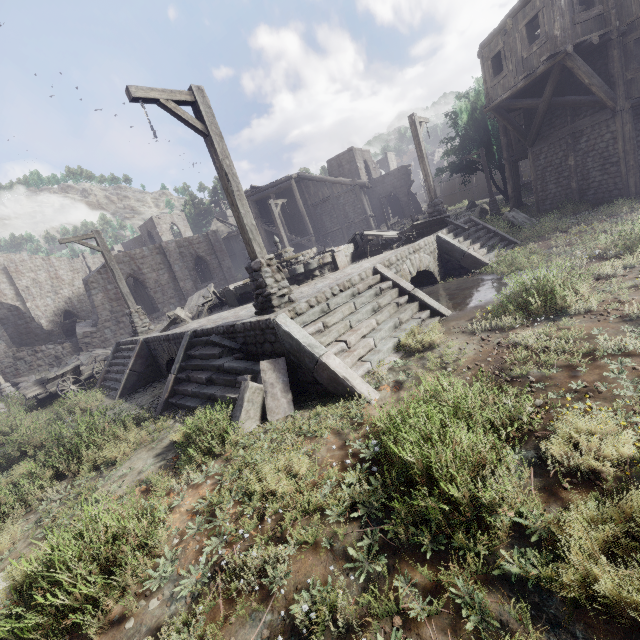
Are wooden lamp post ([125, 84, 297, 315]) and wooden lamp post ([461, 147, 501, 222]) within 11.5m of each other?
no

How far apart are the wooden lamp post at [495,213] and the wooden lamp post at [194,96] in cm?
2135

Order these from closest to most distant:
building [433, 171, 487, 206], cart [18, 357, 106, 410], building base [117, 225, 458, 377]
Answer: building base [117, 225, 458, 377]
cart [18, 357, 106, 410]
building [433, 171, 487, 206]

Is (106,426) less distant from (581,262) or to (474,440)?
(474,440)

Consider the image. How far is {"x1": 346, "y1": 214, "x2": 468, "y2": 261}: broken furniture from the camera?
12.4m

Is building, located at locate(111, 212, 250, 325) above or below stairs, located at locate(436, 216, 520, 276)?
above

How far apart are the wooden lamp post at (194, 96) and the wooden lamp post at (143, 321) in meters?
9.1 m

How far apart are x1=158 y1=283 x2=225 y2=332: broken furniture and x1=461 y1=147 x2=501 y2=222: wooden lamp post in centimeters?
1934cm
